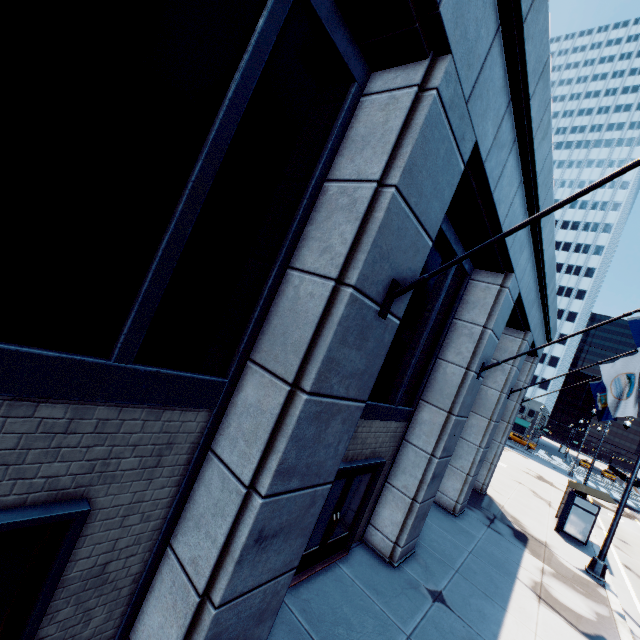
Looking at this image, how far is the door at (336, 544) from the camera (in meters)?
6.19

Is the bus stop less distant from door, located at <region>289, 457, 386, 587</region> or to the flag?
door, located at <region>289, 457, 386, 587</region>

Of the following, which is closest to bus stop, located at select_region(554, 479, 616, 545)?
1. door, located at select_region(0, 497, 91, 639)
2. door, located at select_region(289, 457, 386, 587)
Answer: door, located at select_region(289, 457, 386, 587)

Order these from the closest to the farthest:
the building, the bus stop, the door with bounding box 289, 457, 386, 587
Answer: the building
the door with bounding box 289, 457, 386, 587
the bus stop

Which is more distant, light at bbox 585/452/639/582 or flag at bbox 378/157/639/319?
light at bbox 585/452/639/582

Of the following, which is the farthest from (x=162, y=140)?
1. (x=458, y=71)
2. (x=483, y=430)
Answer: (x=483, y=430)

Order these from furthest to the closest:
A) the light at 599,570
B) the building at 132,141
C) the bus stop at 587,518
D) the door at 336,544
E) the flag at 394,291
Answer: the bus stop at 587,518
the light at 599,570
the door at 336,544
the flag at 394,291
the building at 132,141

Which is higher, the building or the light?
the building
